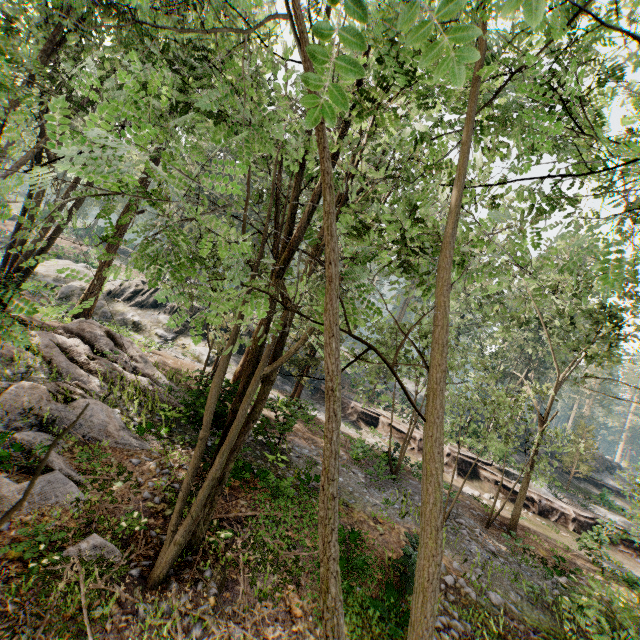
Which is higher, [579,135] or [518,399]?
[579,135]

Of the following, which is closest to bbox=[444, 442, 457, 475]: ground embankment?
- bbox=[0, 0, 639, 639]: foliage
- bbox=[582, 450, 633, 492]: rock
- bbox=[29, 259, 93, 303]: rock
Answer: bbox=[0, 0, 639, 639]: foliage

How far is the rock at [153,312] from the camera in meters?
27.6 m

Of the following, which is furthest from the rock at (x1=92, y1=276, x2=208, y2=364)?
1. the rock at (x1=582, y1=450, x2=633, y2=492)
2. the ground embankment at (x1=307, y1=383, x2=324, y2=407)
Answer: the rock at (x1=582, y1=450, x2=633, y2=492)

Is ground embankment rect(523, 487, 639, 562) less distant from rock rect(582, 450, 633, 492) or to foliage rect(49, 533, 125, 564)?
foliage rect(49, 533, 125, 564)

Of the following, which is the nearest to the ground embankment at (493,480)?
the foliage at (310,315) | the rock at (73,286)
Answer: the foliage at (310,315)

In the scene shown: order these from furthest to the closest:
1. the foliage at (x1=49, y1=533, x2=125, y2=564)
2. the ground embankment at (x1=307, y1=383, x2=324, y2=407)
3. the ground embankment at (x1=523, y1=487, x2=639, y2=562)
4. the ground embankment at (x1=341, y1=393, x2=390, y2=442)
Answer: the ground embankment at (x1=307, y1=383, x2=324, y2=407), the ground embankment at (x1=341, y1=393, x2=390, y2=442), the ground embankment at (x1=523, y1=487, x2=639, y2=562), the foliage at (x1=49, y1=533, x2=125, y2=564)

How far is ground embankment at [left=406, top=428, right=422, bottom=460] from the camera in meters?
26.5 m
